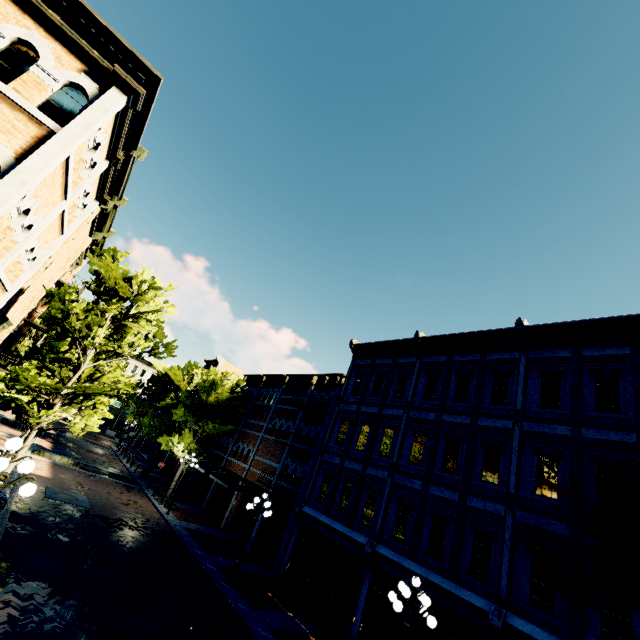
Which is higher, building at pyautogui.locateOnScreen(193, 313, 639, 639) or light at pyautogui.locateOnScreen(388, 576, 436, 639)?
light at pyautogui.locateOnScreen(388, 576, 436, 639)

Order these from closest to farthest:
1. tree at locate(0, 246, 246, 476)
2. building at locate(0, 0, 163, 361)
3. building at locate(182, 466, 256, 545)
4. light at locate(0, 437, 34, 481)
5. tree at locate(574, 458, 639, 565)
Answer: light at locate(0, 437, 34, 481) → building at locate(0, 0, 163, 361) → tree at locate(574, 458, 639, 565) → tree at locate(0, 246, 246, 476) → building at locate(182, 466, 256, 545)

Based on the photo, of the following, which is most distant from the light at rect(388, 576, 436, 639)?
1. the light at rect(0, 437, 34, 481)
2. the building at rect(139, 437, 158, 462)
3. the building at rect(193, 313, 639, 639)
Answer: the building at rect(139, 437, 158, 462)

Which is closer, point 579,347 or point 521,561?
point 521,561

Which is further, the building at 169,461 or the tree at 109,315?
the building at 169,461

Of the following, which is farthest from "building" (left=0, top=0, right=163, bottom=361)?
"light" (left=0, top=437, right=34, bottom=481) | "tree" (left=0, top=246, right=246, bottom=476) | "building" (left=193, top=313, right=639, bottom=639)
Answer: "building" (left=193, top=313, right=639, bottom=639)

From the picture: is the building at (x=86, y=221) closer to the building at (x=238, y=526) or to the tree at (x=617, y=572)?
the tree at (x=617, y=572)

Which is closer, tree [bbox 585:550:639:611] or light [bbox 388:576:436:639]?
tree [bbox 585:550:639:611]
